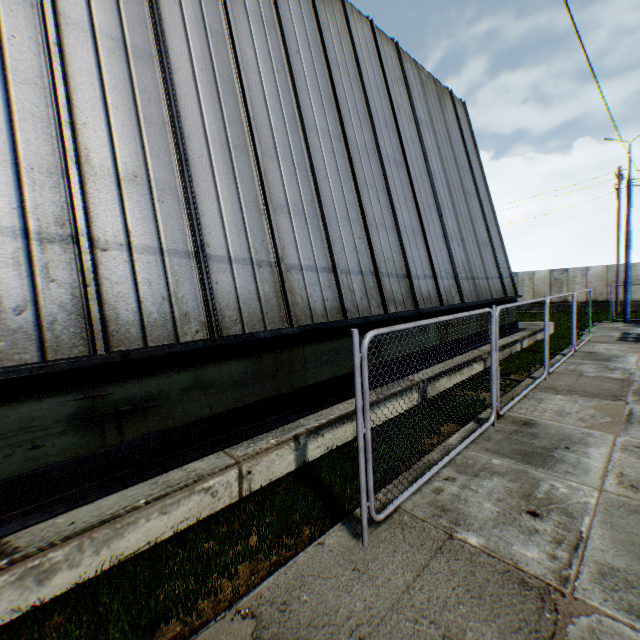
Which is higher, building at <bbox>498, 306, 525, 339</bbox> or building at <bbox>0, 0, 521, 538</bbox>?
building at <bbox>0, 0, 521, 538</bbox>

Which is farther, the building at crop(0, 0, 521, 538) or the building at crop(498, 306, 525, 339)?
the building at crop(498, 306, 525, 339)

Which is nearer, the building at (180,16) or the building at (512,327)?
the building at (180,16)

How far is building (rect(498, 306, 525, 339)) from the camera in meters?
13.0 m

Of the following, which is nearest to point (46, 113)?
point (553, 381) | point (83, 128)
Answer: point (83, 128)

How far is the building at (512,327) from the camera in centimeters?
1300cm
